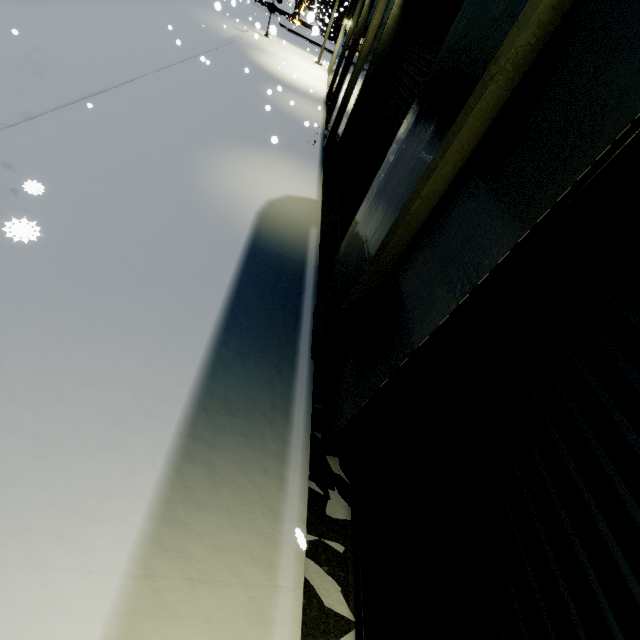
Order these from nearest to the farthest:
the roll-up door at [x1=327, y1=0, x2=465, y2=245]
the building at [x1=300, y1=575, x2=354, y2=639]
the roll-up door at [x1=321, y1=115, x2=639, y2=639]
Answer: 1. the roll-up door at [x1=321, y1=115, x2=639, y2=639]
2. the building at [x1=300, y1=575, x2=354, y2=639]
3. the roll-up door at [x1=327, y1=0, x2=465, y2=245]

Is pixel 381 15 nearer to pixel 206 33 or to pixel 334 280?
pixel 334 280

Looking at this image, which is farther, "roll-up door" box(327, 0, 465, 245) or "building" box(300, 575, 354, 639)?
"roll-up door" box(327, 0, 465, 245)

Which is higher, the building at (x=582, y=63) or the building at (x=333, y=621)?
the building at (x=582, y=63)

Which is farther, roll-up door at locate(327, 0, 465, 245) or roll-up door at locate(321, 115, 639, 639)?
roll-up door at locate(327, 0, 465, 245)

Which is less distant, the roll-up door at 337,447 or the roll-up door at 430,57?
the roll-up door at 337,447

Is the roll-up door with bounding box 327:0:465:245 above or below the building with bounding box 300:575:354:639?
above
